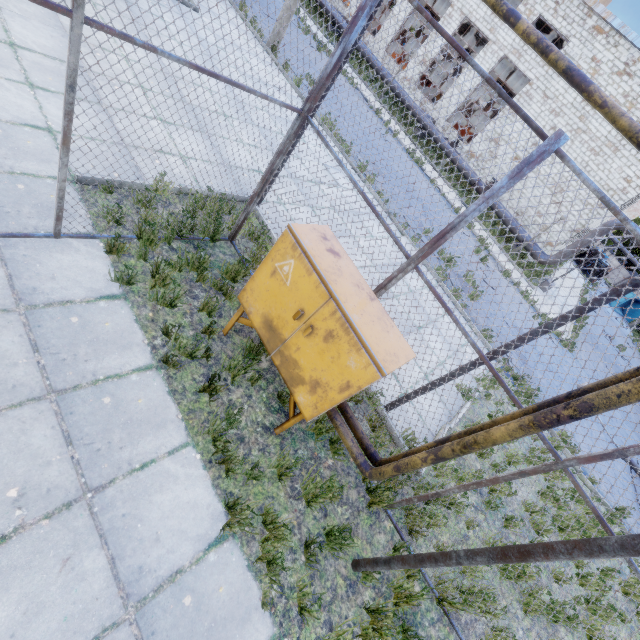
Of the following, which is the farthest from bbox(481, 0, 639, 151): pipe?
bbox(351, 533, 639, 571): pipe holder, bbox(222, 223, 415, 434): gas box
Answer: bbox(351, 533, 639, 571): pipe holder

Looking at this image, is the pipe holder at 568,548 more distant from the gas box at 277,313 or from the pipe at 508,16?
the gas box at 277,313

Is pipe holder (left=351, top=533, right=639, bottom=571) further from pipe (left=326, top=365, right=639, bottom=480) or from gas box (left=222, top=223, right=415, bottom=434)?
gas box (left=222, top=223, right=415, bottom=434)

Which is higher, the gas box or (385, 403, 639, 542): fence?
(385, 403, 639, 542): fence

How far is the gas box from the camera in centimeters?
303cm

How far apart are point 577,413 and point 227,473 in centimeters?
325cm
